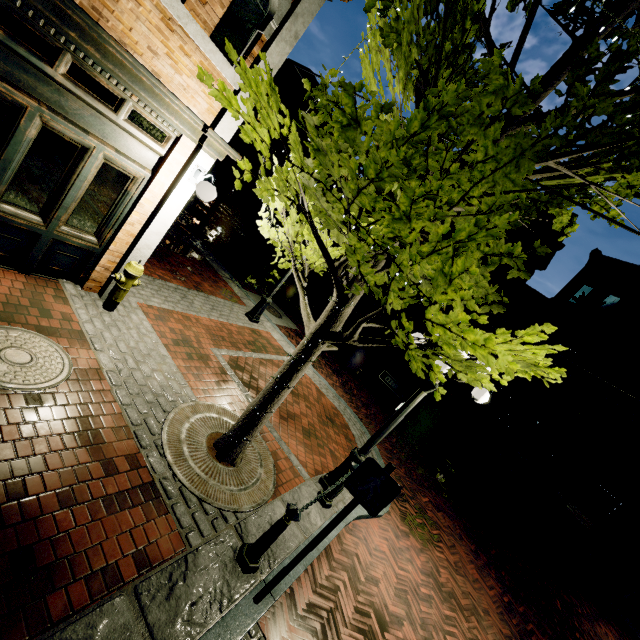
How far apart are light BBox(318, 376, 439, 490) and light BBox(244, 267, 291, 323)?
4.39m

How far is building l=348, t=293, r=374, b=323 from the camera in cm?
2633

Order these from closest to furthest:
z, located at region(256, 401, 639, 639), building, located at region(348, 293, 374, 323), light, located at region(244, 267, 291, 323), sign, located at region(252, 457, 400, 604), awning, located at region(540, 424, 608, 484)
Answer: sign, located at region(252, 457, 400, 604) < z, located at region(256, 401, 639, 639) < light, located at region(244, 267, 291, 323) < awning, located at region(540, 424, 608, 484) < building, located at region(348, 293, 374, 323)

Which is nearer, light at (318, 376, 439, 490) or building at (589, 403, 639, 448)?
light at (318, 376, 439, 490)

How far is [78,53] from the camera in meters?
3.6 m

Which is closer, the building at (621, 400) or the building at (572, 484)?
the building at (572, 484)

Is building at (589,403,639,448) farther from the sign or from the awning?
the sign

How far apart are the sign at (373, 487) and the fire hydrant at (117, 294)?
4.6m
